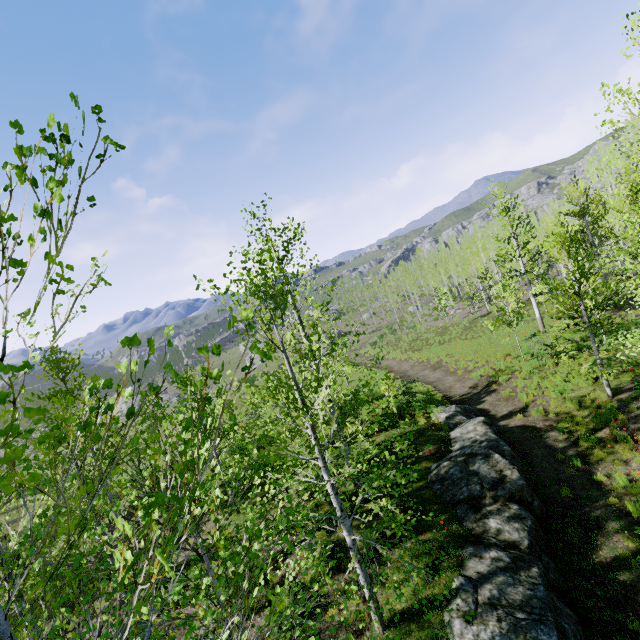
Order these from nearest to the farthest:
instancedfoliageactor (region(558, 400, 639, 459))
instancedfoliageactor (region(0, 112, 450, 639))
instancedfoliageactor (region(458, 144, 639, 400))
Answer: instancedfoliageactor (region(0, 112, 450, 639))
instancedfoliageactor (region(558, 400, 639, 459))
instancedfoliageactor (region(458, 144, 639, 400))

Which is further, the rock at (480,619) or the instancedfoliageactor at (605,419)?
the instancedfoliageactor at (605,419)

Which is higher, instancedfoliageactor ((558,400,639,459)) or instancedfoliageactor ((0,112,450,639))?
instancedfoliageactor ((0,112,450,639))

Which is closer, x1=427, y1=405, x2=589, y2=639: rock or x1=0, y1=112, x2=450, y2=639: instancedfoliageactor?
x1=0, y1=112, x2=450, y2=639: instancedfoliageactor

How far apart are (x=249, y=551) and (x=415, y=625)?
7.1m

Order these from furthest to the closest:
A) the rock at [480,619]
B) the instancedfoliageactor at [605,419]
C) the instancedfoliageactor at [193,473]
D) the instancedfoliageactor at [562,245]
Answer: the instancedfoliageactor at [562,245]
the instancedfoliageactor at [605,419]
the rock at [480,619]
the instancedfoliageactor at [193,473]

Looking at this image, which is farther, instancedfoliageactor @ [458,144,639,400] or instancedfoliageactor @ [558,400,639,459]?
instancedfoliageactor @ [458,144,639,400]
